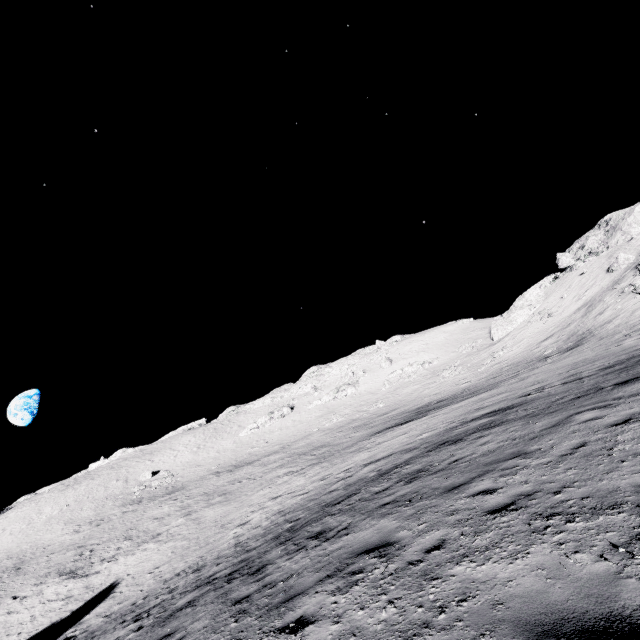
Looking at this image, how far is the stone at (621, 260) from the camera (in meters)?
41.91

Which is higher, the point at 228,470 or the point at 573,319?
the point at 573,319

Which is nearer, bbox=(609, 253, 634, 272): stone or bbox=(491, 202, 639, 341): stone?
bbox=(609, 253, 634, 272): stone

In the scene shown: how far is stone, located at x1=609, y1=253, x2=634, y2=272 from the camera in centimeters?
4191cm

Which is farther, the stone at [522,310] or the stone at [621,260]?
the stone at [522,310]
